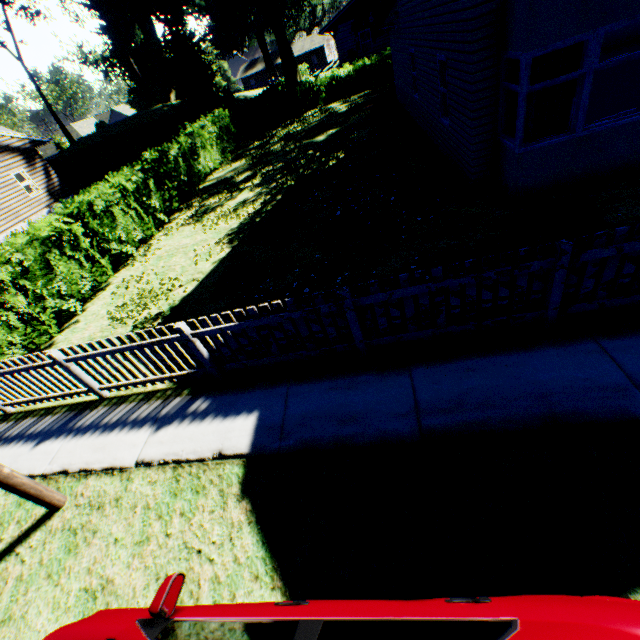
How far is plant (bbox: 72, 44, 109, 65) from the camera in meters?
56.0

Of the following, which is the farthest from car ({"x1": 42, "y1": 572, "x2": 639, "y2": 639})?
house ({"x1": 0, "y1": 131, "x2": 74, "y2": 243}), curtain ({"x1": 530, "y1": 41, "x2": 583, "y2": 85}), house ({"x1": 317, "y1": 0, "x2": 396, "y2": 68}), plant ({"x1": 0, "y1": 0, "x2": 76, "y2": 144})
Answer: house ({"x1": 317, "y1": 0, "x2": 396, "y2": 68})

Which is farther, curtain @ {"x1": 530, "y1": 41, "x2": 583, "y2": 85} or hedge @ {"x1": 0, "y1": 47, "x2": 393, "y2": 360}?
hedge @ {"x1": 0, "y1": 47, "x2": 393, "y2": 360}

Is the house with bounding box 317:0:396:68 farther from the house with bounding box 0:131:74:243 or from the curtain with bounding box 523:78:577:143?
the curtain with bounding box 523:78:577:143

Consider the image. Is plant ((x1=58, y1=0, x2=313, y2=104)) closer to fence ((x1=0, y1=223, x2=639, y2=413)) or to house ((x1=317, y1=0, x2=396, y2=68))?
house ((x1=317, y1=0, x2=396, y2=68))

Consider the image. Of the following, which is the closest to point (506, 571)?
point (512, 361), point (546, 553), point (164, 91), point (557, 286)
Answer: point (546, 553)

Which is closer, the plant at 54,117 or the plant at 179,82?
the plant at 179,82

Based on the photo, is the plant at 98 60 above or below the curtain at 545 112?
above
